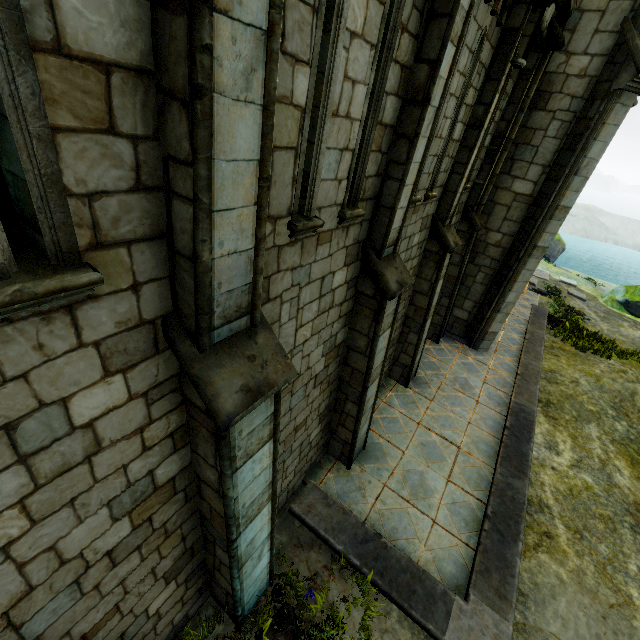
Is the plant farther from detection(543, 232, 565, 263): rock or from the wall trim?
detection(543, 232, 565, 263): rock

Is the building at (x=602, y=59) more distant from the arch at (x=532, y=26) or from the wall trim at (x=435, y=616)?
the arch at (x=532, y=26)

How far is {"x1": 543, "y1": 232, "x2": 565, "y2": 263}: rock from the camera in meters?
27.9

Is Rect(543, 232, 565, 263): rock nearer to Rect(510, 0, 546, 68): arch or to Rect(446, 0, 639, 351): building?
Rect(446, 0, 639, 351): building

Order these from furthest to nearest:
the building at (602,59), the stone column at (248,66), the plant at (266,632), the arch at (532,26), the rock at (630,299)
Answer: the rock at (630,299) → the building at (602,59) → the arch at (532,26) → the plant at (266,632) → the stone column at (248,66)

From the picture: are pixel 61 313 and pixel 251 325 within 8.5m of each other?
yes

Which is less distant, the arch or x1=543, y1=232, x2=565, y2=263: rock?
the arch

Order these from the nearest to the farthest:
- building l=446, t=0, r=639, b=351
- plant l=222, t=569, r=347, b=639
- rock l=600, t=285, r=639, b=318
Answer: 1. plant l=222, t=569, r=347, b=639
2. building l=446, t=0, r=639, b=351
3. rock l=600, t=285, r=639, b=318
